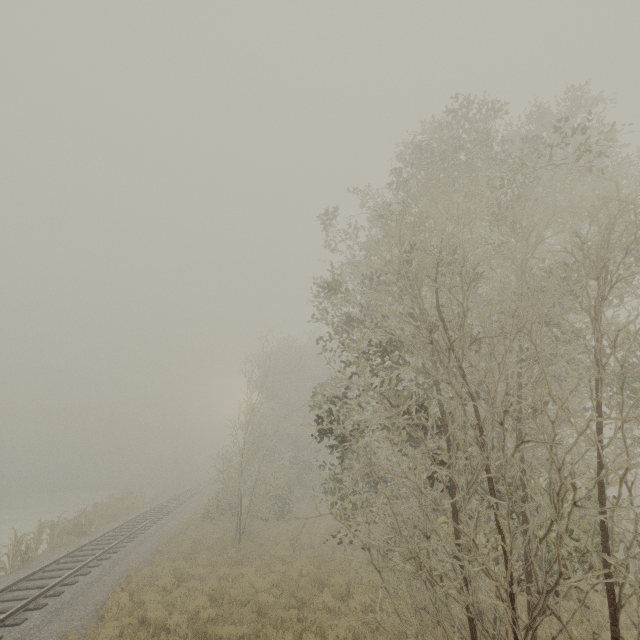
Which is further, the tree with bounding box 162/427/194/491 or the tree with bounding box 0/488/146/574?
the tree with bounding box 162/427/194/491

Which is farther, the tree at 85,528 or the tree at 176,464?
the tree at 176,464

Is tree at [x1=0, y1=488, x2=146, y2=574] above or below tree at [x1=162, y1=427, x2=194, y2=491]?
below

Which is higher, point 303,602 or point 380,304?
point 380,304

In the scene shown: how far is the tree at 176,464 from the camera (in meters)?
47.22

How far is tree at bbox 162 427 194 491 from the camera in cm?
4722
